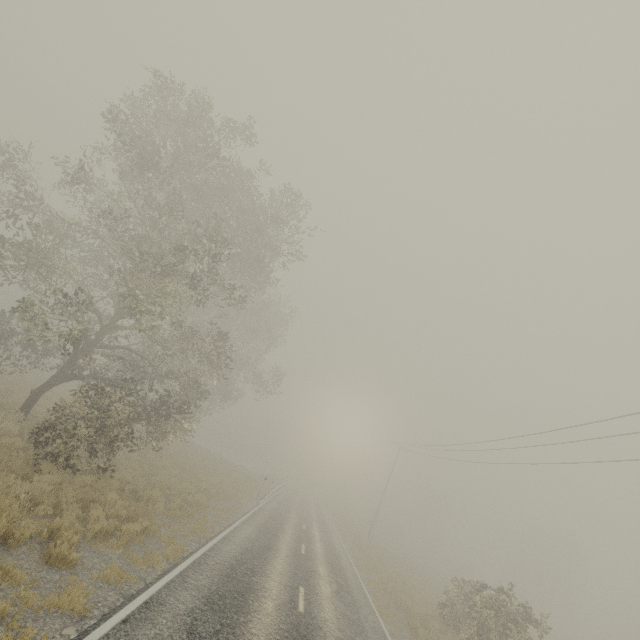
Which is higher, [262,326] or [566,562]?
[262,326]
